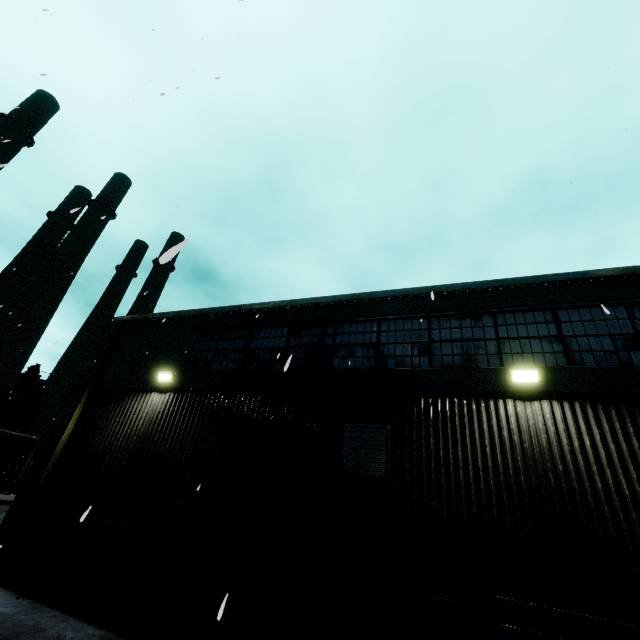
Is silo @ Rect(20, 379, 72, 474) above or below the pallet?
above

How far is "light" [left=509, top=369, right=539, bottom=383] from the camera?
6.27m

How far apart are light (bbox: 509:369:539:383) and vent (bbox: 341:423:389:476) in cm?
258

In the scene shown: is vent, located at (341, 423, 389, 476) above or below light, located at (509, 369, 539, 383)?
below

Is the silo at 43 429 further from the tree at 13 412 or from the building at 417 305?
the building at 417 305

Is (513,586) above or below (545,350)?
below

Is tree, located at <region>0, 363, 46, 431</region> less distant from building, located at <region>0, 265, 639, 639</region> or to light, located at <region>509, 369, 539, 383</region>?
building, located at <region>0, 265, 639, 639</region>

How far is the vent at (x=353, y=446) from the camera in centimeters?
654cm
